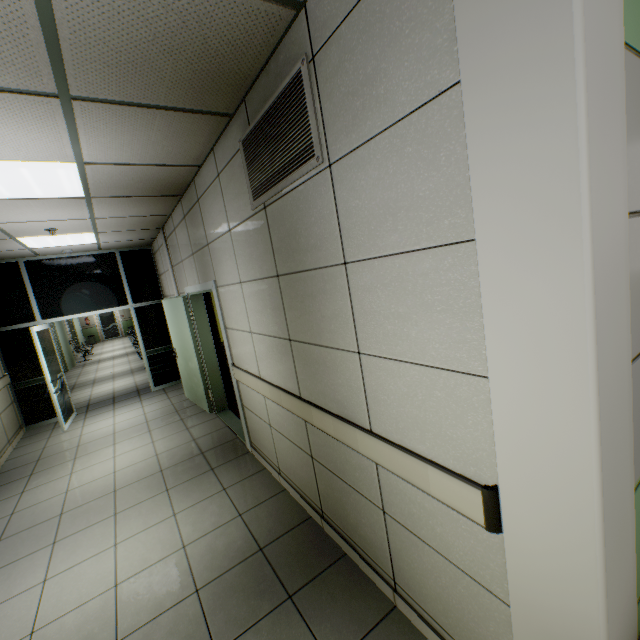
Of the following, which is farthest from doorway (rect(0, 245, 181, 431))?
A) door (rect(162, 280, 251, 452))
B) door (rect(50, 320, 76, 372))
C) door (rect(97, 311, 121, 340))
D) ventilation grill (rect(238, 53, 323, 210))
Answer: door (rect(97, 311, 121, 340))

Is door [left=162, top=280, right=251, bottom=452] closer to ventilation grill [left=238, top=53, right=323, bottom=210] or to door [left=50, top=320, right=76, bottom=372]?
ventilation grill [left=238, top=53, right=323, bottom=210]

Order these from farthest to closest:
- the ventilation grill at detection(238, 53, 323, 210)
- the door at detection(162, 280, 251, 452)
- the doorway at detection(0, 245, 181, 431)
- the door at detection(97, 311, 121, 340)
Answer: the door at detection(97, 311, 121, 340) → the doorway at detection(0, 245, 181, 431) → the door at detection(162, 280, 251, 452) → the ventilation grill at detection(238, 53, 323, 210)

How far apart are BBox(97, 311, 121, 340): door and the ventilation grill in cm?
2218

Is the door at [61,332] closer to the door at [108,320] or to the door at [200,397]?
the door at [200,397]

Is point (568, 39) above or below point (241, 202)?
below

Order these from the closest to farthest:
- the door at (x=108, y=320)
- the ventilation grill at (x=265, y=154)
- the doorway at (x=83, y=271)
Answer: the ventilation grill at (x=265, y=154) < the doorway at (x=83, y=271) < the door at (x=108, y=320)

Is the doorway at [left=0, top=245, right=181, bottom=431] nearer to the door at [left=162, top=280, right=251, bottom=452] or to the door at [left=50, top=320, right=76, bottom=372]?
the door at [left=162, top=280, right=251, bottom=452]
